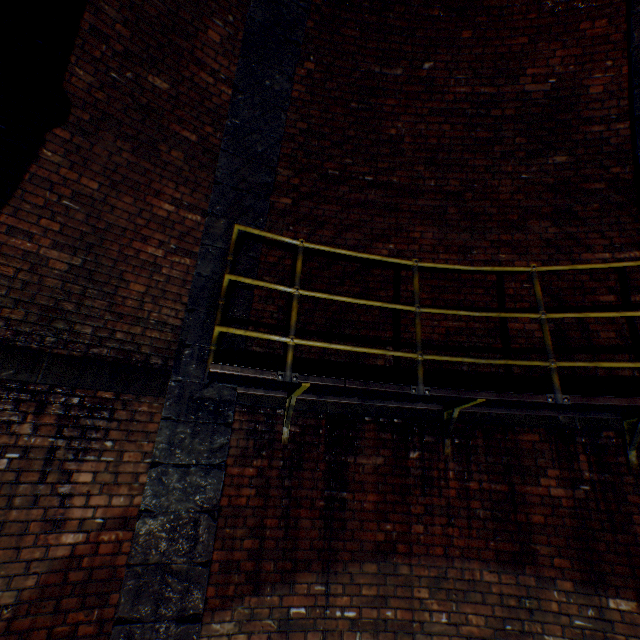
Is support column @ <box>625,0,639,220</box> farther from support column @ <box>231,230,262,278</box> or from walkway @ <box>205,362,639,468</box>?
support column @ <box>231,230,262,278</box>

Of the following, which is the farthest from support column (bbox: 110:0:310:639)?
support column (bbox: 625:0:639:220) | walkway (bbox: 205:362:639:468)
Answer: support column (bbox: 625:0:639:220)

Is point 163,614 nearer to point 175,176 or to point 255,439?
point 255,439

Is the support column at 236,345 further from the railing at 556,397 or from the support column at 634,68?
the support column at 634,68

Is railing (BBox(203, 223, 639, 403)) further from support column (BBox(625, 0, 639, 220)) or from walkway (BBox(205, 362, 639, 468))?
support column (BBox(625, 0, 639, 220))

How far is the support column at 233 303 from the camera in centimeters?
358cm

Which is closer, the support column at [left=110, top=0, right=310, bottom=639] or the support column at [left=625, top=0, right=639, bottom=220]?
the support column at [left=110, top=0, right=310, bottom=639]
